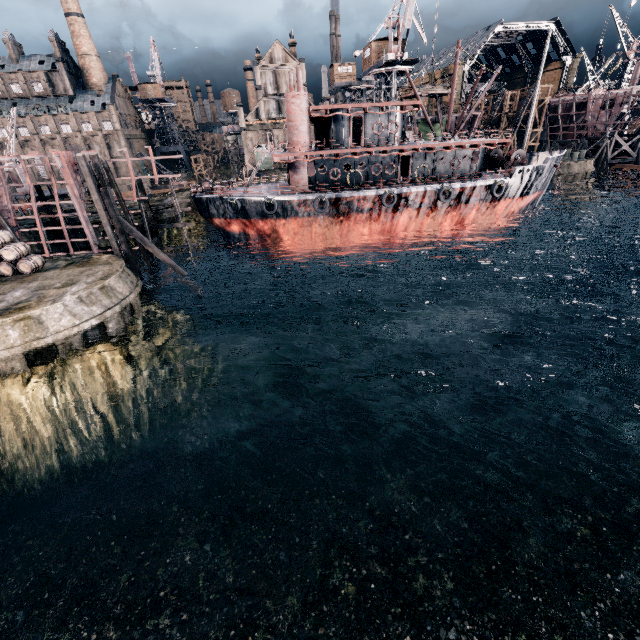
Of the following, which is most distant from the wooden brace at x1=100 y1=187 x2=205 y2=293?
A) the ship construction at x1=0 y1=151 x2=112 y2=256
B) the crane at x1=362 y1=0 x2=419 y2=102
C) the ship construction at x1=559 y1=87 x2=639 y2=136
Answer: the ship construction at x1=559 y1=87 x2=639 y2=136

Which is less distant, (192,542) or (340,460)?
(192,542)

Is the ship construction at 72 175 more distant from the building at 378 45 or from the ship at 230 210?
the building at 378 45

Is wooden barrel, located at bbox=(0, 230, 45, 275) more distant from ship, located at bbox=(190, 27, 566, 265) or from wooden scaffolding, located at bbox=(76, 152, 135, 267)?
ship, located at bbox=(190, 27, 566, 265)

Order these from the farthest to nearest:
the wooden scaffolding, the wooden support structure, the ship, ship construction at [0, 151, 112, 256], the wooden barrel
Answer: the wooden support structure
the ship
ship construction at [0, 151, 112, 256]
the wooden scaffolding
the wooden barrel

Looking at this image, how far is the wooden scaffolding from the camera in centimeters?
2134cm

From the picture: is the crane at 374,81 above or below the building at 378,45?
below

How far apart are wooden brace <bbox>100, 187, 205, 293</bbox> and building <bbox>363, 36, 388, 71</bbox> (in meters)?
43.62
